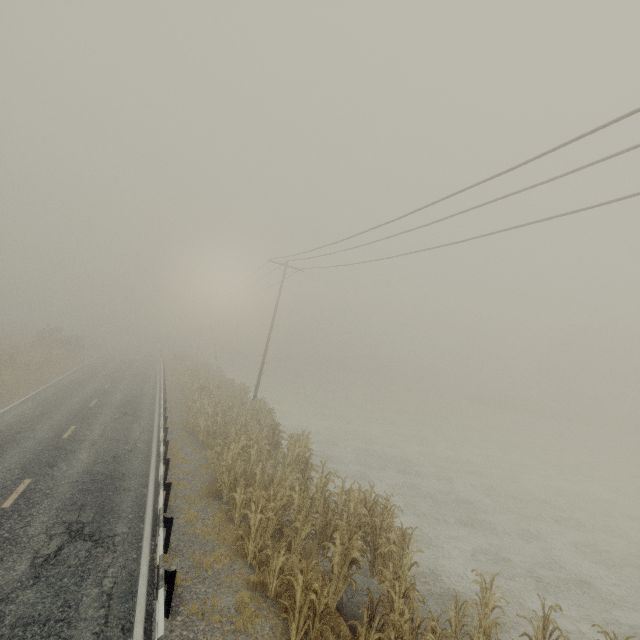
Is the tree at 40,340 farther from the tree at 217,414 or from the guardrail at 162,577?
the tree at 217,414

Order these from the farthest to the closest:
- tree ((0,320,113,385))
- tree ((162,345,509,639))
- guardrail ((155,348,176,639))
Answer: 1. tree ((0,320,113,385))
2. tree ((162,345,509,639))
3. guardrail ((155,348,176,639))

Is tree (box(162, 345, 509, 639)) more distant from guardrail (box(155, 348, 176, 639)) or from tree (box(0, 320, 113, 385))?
tree (box(0, 320, 113, 385))

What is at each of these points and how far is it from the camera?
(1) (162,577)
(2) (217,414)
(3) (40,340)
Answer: (1) guardrail, 6.35m
(2) tree, 19.70m
(3) tree, 35.84m

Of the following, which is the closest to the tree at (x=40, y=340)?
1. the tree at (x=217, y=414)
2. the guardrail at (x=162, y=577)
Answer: the guardrail at (x=162, y=577)

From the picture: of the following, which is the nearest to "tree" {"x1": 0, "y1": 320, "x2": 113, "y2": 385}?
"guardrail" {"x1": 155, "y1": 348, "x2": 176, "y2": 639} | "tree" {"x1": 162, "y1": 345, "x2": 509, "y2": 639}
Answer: "guardrail" {"x1": 155, "y1": 348, "x2": 176, "y2": 639}
